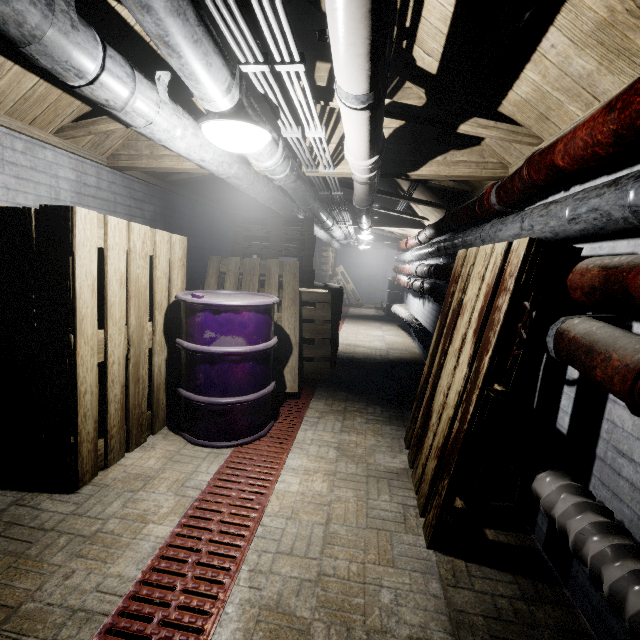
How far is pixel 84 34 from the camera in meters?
1.0

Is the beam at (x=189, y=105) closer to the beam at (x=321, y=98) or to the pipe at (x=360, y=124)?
the beam at (x=321, y=98)

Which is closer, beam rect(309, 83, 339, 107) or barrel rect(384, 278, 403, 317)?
beam rect(309, 83, 339, 107)

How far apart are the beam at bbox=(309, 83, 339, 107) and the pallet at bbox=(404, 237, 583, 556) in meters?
1.1

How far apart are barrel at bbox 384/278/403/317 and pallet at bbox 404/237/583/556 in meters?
6.4

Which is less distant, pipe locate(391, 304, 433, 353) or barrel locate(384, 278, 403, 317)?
pipe locate(391, 304, 433, 353)

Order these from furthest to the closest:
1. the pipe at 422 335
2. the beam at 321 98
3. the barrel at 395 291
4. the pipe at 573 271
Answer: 1. the barrel at 395 291
2. the pipe at 422 335
3. the beam at 321 98
4. the pipe at 573 271

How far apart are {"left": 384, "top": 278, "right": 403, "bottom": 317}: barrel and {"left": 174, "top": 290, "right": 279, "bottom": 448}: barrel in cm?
646
